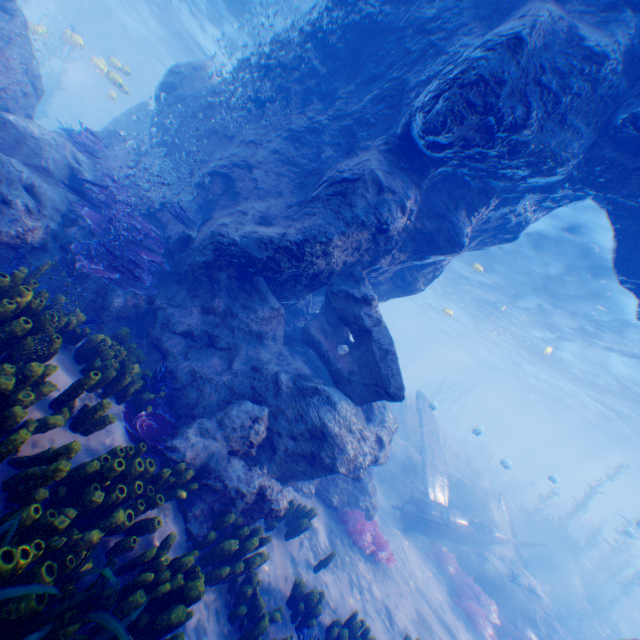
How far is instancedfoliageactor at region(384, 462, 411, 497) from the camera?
15.1m

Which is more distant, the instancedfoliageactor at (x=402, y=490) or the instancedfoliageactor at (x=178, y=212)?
the instancedfoliageactor at (x=402, y=490)

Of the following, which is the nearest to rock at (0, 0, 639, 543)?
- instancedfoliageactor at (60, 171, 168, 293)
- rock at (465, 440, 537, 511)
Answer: instancedfoliageactor at (60, 171, 168, 293)

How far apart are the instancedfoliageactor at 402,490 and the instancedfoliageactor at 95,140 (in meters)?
16.80

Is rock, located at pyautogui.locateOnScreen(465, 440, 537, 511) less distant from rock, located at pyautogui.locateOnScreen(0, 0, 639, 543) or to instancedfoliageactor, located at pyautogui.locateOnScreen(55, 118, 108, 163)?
rock, located at pyautogui.locateOnScreen(0, 0, 639, 543)

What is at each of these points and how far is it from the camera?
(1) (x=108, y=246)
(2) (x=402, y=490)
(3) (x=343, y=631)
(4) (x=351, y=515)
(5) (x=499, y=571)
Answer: (1) instancedfoliageactor, 6.37m
(2) instancedfoliageactor, 15.36m
(3) instancedfoliageactor, 5.46m
(4) instancedfoliageactor, 8.76m
(5) rock, 13.81m

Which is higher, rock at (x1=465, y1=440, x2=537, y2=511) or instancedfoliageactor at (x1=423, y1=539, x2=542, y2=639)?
rock at (x1=465, y1=440, x2=537, y2=511)

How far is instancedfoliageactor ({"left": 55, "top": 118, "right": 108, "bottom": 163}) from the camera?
9.0m
